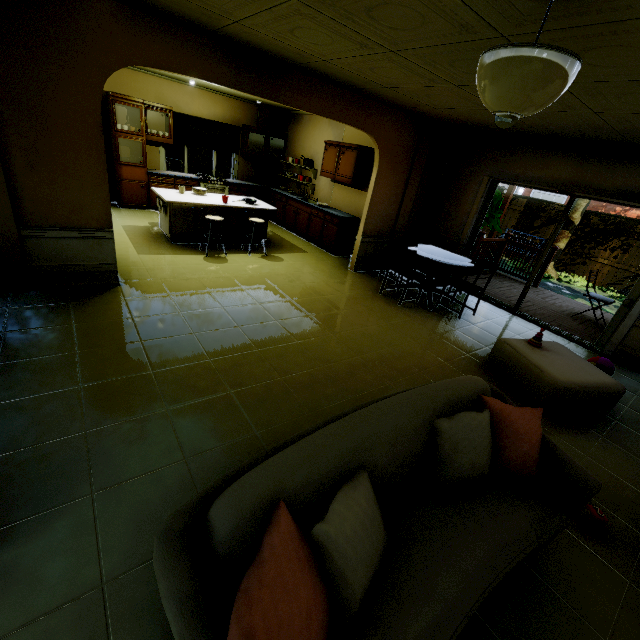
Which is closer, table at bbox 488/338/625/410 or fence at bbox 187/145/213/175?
table at bbox 488/338/625/410

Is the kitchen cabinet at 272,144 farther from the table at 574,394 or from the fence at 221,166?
the table at 574,394

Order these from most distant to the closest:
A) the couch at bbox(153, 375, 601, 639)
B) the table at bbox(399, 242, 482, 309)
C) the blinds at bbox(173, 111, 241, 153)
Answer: the blinds at bbox(173, 111, 241, 153)
the table at bbox(399, 242, 482, 309)
the couch at bbox(153, 375, 601, 639)

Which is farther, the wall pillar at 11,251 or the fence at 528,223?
the fence at 528,223

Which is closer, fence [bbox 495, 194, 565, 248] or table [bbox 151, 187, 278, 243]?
table [bbox 151, 187, 278, 243]

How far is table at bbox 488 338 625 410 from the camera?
3.2 meters

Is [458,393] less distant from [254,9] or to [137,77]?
[254,9]

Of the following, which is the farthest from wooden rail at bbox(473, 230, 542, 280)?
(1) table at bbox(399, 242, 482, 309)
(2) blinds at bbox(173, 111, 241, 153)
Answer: (2) blinds at bbox(173, 111, 241, 153)
